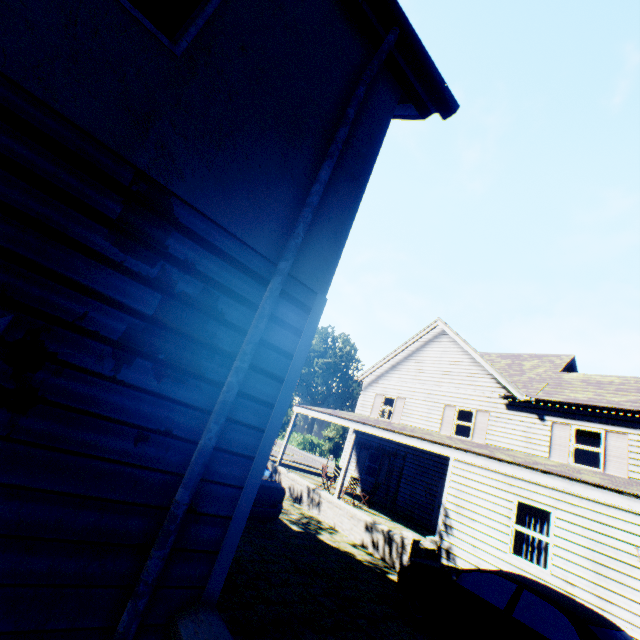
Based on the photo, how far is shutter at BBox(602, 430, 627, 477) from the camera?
11.63m

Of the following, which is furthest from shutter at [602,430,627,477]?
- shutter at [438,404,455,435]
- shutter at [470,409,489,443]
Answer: shutter at [438,404,455,435]

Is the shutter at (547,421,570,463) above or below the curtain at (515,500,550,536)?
above

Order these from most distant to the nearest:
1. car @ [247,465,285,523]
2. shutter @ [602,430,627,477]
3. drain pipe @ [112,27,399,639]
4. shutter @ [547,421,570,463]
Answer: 1. shutter @ [547,421,570,463]
2. shutter @ [602,430,627,477]
3. car @ [247,465,285,523]
4. drain pipe @ [112,27,399,639]

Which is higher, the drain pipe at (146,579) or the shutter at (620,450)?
the shutter at (620,450)

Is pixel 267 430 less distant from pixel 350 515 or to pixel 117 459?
pixel 117 459

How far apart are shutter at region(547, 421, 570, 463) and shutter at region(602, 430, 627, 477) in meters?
1.0

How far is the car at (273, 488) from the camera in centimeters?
812cm
